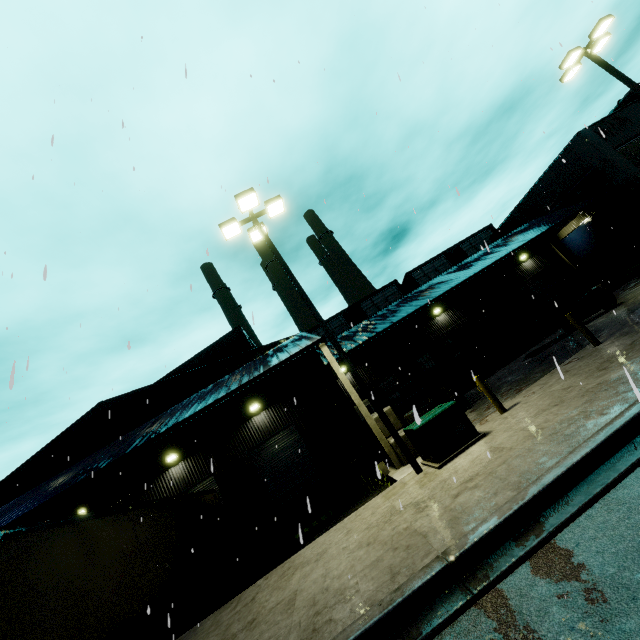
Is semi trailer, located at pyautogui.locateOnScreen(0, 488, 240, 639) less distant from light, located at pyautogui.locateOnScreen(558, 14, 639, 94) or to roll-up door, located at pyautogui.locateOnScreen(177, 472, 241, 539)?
roll-up door, located at pyautogui.locateOnScreen(177, 472, 241, 539)

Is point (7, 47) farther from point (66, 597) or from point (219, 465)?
point (219, 465)

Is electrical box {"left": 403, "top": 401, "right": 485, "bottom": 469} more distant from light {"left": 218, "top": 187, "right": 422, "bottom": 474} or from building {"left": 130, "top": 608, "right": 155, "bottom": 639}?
building {"left": 130, "top": 608, "right": 155, "bottom": 639}

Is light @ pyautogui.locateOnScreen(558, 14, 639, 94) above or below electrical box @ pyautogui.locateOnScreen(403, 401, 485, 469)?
above

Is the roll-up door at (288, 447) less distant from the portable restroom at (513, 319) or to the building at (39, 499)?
the building at (39, 499)

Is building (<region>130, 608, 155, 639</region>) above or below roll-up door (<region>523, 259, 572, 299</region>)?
below

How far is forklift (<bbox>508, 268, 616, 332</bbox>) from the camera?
14.8m

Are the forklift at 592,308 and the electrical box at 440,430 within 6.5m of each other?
no
